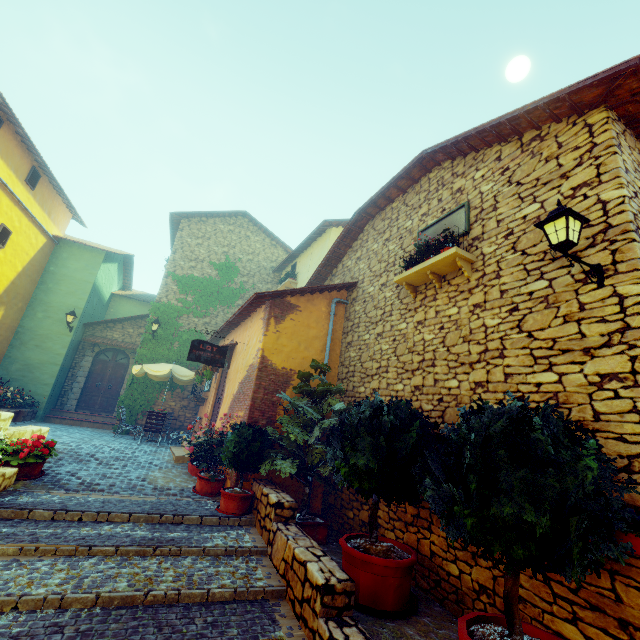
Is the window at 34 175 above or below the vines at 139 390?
above

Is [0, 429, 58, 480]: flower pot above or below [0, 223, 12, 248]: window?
below

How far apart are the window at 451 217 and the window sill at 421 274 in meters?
0.5

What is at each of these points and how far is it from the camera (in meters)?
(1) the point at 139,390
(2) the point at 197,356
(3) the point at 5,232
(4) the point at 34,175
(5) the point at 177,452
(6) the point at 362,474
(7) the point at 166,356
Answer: (1) vines, 12.98
(2) sign post, 8.13
(3) window, 11.02
(4) window, 11.75
(5) stair, 9.38
(6) flower pot, 4.38
(7) vines, 13.66

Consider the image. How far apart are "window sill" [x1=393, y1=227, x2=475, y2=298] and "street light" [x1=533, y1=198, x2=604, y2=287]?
1.5 meters

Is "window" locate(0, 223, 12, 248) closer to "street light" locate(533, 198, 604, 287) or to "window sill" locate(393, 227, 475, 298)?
"window sill" locate(393, 227, 475, 298)

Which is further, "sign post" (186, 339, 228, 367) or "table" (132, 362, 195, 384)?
"table" (132, 362, 195, 384)

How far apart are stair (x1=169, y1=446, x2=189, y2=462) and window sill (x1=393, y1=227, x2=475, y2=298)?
6.93m
